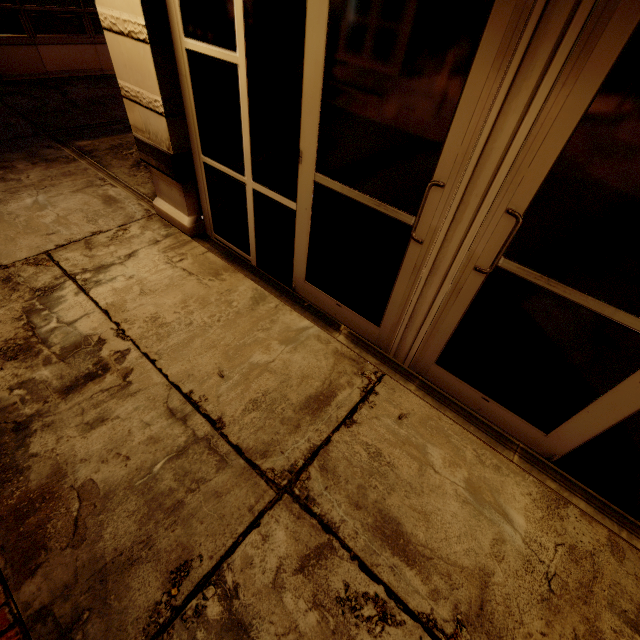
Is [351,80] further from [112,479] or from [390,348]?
[112,479]
